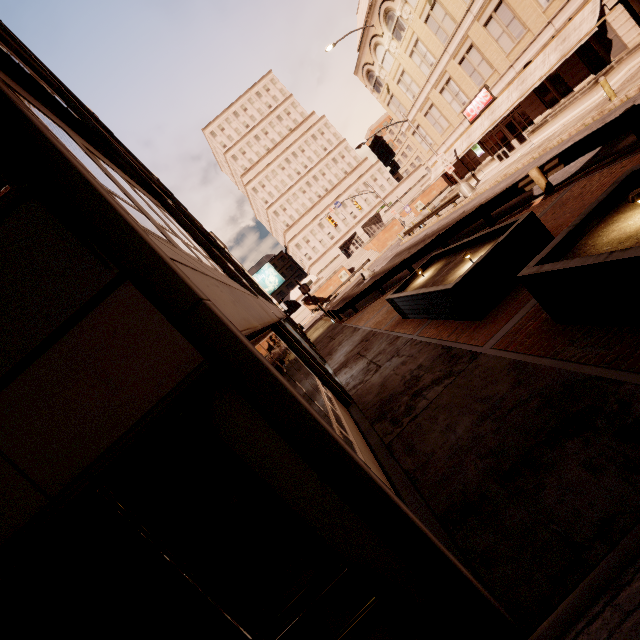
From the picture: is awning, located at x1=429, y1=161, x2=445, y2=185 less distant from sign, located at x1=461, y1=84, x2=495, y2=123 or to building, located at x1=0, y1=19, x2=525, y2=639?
sign, located at x1=461, y1=84, x2=495, y2=123

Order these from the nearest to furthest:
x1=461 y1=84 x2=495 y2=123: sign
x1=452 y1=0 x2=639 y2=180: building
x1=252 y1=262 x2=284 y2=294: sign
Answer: x1=452 y1=0 x2=639 y2=180: building, x1=461 y1=84 x2=495 y2=123: sign, x1=252 y1=262 x2=284 y2=294: sign

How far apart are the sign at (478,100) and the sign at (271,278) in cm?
2229

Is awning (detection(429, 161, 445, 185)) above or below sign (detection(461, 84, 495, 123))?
below

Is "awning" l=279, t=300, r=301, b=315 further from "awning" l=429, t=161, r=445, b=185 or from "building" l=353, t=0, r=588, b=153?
"building" l=353, t=0, r=588, b=153

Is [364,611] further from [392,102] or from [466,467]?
[392,102]

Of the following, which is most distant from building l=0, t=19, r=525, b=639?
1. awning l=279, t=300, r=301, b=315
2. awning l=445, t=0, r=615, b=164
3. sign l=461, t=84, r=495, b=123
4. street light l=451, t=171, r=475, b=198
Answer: sign l=461, t=84, r=495, b=123

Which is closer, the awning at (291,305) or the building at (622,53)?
the building at (622,53)
